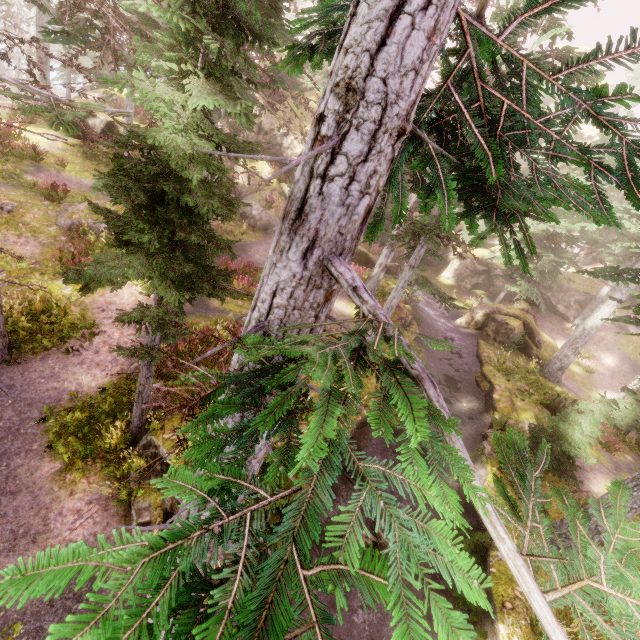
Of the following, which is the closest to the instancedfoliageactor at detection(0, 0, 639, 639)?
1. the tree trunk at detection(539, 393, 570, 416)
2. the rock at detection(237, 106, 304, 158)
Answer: the rock at detection(237, 106, 304, 158)

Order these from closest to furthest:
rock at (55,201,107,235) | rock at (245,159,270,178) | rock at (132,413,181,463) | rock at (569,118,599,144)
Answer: rock at (132,413,181,463), rock at (55,201,107,235), rock at (245,159,270,178), rock at (569,118,599,144)

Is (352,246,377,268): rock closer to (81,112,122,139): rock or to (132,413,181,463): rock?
(81,112,122,139): rock

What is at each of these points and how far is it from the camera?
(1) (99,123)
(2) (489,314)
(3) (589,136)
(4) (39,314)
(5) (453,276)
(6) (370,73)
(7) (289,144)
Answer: (1) rock, 19.3 meters
(2) rock, 23.9 meters
(3) rock, 30.5 meters
(4) instancedfoliageactor, 9.3 meters
(5) rock, 34.8 meters
(6) instancedfoliageactor, 1.9 meters
(7) rock, 23.9 meters

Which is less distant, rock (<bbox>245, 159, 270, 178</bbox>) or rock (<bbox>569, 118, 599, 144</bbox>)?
rock (<bbox>245, 159, 270, 178</bbox>)

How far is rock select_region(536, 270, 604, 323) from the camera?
27.7 meters

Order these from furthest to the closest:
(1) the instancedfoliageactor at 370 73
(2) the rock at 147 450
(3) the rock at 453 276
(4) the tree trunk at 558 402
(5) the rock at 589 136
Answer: (3) the rock at 453 276
(5) the rock at 589 136
(4) the tree trunk at 558 402
(2) the rock at 147 450
(1) the instancedfoliageactor at 370 73

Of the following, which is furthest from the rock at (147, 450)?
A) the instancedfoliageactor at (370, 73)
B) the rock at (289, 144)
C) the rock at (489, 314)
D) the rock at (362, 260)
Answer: the rock at (489, 314)
